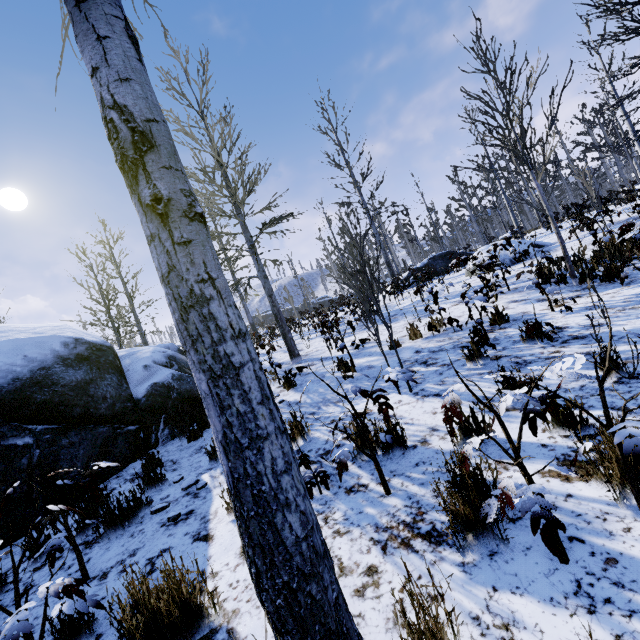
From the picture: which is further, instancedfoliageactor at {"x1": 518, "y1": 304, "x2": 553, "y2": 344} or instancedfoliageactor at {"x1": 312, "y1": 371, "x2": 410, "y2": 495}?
instancedfoliageactor at {"x1": 518, "y1": 304, "x2": 553, "y2": 344}

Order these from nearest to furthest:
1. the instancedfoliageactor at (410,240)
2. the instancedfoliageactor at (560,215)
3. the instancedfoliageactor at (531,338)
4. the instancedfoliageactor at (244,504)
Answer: the instancedfoliageactor at (244,504), the instancedfoliageactor at (531,338), the instancedfoliageactor at (560,215), the instancedfoliageactor at (410,240)

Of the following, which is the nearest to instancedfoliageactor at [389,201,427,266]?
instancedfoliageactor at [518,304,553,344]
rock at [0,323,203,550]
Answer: rock at [0,323,203,550]

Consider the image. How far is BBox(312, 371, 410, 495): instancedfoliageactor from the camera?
2.4m

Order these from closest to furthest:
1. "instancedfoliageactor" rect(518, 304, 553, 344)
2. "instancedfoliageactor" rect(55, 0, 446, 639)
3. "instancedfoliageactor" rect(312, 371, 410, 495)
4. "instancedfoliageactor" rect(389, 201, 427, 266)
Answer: "instancedfoliageactor" rect(55, 0, 446, 639)
"instancedfoliageactor" rect(312, 371, 410, 495)
"instancedfoliageactor" rect(518, 304, 553, 344)
"instancedfoliageactor" rect(389, 201, 427, 266)

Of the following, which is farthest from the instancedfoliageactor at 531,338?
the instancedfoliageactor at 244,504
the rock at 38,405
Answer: the rock at 38,405

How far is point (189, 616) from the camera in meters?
1.8 m

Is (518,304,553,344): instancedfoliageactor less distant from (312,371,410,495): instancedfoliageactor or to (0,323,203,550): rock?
(312,371,410,495): instancedfoliageactor
